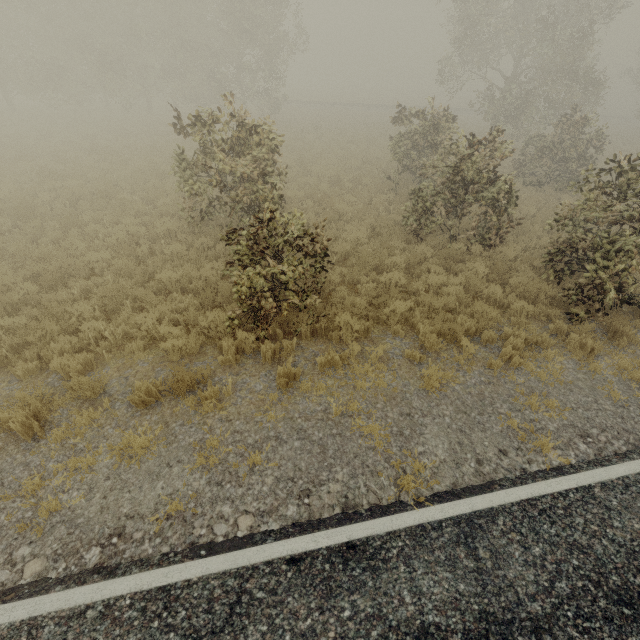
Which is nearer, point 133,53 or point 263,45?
point 263,45

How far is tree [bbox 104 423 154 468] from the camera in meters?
4.6 m

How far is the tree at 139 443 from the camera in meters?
4.6
